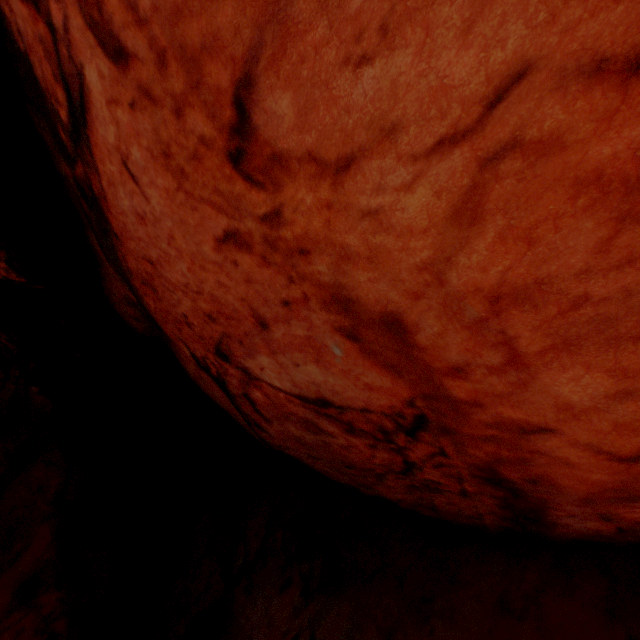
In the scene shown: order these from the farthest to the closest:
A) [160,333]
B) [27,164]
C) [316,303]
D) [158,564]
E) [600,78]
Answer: [160,333]
[158,564]
[27,164]
[316,303]
[600,78]
